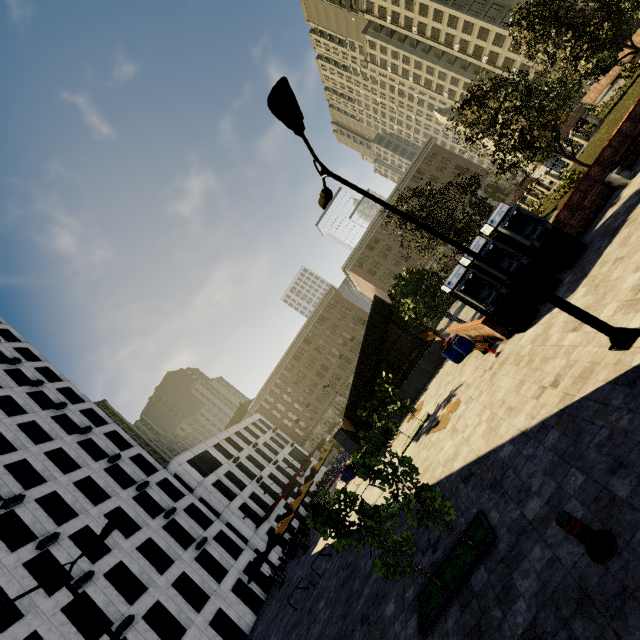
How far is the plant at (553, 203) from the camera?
18.0m

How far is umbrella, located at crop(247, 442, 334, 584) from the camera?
24.3m

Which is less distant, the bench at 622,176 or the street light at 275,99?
the street light at 275,99

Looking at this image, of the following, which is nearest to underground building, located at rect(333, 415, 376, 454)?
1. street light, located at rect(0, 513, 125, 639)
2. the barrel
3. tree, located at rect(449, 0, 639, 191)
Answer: tree, located at rect(449, 0, 639, 191)

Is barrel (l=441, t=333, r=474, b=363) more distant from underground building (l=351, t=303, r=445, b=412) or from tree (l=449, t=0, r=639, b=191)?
→ underground building (l=351, t=303, r=445, b=412)

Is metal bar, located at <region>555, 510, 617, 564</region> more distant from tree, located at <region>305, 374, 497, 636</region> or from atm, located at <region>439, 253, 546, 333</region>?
atm, located at <region>439, 253, 546, 333</region>

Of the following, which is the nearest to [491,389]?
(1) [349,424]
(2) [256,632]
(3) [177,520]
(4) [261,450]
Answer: (1) [349,424]

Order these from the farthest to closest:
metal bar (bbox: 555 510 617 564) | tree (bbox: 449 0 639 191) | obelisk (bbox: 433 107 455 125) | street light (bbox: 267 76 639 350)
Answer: obelisk (bbox: 433 107 455 125) → tree (bbox: 449 0 639 191) → street light (bbox: 267 76 639 350) → metal bar (bbox: 555 510 617 564)
